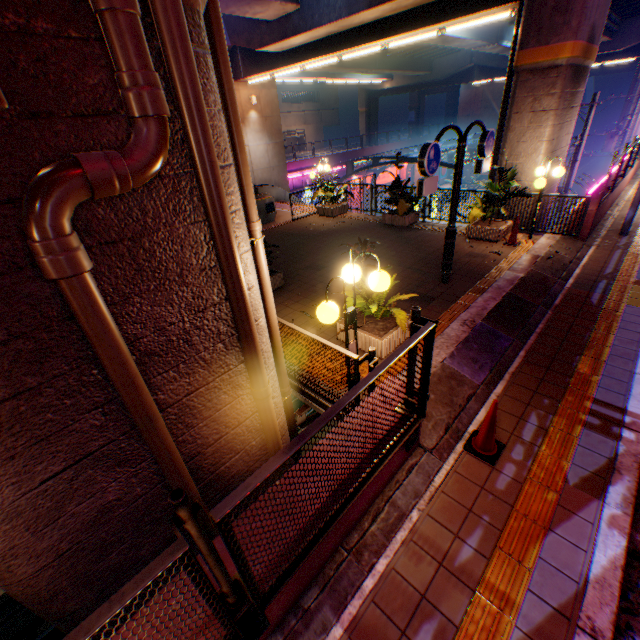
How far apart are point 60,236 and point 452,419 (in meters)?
4.76

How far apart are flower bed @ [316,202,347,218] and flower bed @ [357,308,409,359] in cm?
868

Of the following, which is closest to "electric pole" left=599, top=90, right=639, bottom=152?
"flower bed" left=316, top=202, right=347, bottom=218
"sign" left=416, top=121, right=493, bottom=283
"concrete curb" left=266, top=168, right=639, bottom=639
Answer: "concrete curb" left=266, top=168, right=639, bottom=639

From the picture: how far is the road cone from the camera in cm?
392

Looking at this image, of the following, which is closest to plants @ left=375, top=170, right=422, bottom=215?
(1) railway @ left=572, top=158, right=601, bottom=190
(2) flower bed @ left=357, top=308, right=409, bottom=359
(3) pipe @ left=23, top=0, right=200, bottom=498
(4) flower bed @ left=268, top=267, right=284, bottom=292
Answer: (4) flower bed @ left=268, top=267, right=284, bottom=292

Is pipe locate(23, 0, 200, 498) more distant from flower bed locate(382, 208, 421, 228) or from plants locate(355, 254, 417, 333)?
flower bed locate(382, 208, 421, 228)

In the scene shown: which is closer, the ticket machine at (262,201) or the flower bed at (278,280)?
the flower bed at (278,280)

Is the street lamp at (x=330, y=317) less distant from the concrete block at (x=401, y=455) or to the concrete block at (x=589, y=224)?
the concrete block at (x=401, y=455)
